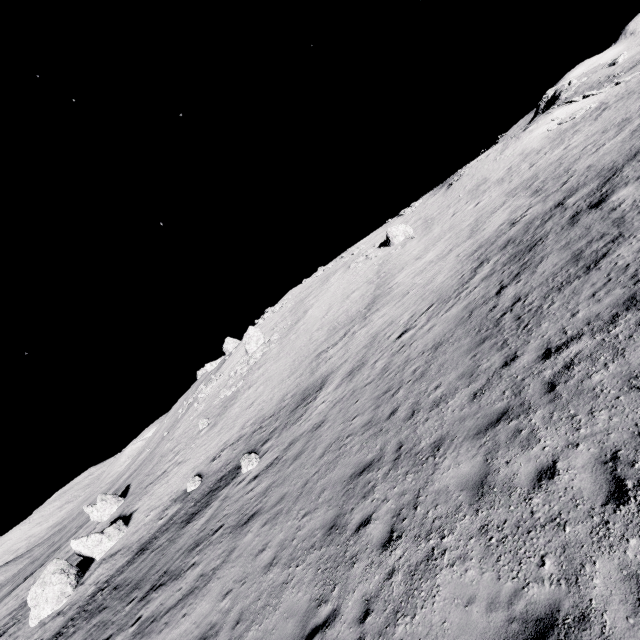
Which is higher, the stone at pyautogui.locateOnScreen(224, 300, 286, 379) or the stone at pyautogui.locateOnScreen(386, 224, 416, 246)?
the stone at pyautogui.locateOnScreen(224, 300, 286, 379)

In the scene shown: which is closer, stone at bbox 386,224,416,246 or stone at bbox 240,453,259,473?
stone at bbox 240,453,259,473

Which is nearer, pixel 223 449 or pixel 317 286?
pixel 223 449

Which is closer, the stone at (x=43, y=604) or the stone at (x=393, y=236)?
the stone at (x=43, y=604)

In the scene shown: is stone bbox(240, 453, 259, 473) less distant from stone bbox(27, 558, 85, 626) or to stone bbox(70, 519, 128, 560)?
stone bbox(70, 519, 128, 560)

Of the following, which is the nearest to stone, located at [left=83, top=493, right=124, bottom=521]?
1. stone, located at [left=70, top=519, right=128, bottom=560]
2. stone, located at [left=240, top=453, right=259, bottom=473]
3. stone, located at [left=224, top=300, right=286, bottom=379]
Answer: Answer: stone, located at [left=70, top=519, right=128, bottom=560]

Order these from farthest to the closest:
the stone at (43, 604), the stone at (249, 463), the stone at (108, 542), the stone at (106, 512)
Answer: the stone at (106, 512) → the stone at (108, 542) → the stone at (43, 604) → the stone at (249, 463)

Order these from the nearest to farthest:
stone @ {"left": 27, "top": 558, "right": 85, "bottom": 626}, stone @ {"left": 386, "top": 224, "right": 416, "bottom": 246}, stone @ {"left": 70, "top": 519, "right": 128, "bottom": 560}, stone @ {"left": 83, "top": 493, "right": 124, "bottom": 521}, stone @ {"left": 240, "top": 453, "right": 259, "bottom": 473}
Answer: stone @ {"left": 240, "top": 453, "right": 259, "bottom": 473}
stone @ {"left": 27, "top": 558, "right": 85, "bottom": 626}
stone @ {"left": 70, "top": 519, "right": 128, "bottom": 560}
stone @ {"left": 83, "top": 493, "right": 124, "bottom": 521}
stone @ {"left": 386, "top": 224, "right": 416, "bottom": 246}
